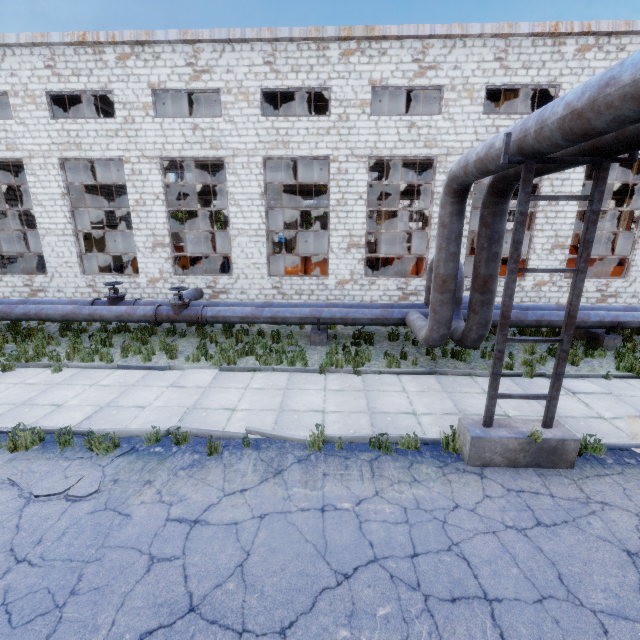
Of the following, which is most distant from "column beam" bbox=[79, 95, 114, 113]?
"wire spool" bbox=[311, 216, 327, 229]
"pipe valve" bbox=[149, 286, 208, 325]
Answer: "wire spool" bbox=[311, 216, 327, 229]

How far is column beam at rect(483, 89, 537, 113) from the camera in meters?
16.1 m

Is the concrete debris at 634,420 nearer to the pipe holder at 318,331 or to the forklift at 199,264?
Answer: the pipe holder at 318,331

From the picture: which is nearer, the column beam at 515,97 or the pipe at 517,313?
the pipe at 517,313

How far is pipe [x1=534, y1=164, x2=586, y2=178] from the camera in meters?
4.9 m

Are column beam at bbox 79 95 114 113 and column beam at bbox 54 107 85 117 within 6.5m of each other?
yes

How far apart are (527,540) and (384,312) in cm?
736

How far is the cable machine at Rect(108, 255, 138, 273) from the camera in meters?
18.4 m
